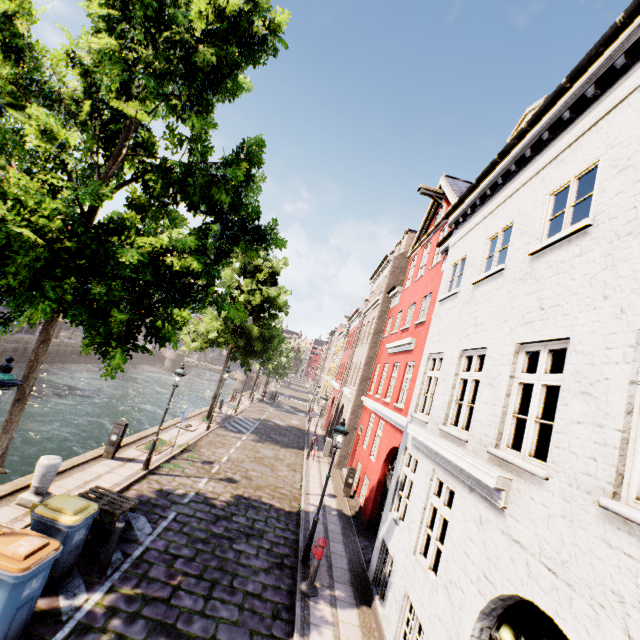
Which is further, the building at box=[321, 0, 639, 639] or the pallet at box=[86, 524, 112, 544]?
the pallet at box=[86, 524, 112, 544]

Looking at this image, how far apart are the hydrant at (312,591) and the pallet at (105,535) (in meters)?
4.44

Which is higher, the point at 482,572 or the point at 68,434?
the point at 482,572

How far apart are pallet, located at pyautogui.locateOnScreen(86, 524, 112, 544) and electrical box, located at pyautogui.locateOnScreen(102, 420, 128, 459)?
3.38m

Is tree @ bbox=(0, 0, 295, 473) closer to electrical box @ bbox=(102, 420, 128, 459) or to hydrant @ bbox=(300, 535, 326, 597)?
electrical box @ bbox=(102, 420, 128, 459)

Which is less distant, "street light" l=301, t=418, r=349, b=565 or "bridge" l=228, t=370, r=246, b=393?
"street light" l=301, t=418, r=349, b=565

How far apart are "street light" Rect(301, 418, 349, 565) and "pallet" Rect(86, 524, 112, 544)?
4.6 meters

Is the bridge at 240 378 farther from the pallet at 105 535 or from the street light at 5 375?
the pallet at 105 535
